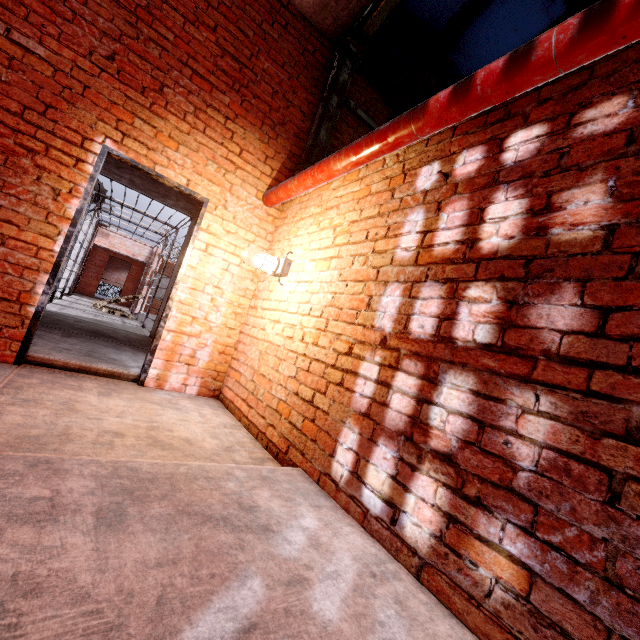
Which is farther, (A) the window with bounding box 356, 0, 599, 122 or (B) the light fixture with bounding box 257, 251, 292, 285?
(A) the window with bounding box 356, 0, 599, 122

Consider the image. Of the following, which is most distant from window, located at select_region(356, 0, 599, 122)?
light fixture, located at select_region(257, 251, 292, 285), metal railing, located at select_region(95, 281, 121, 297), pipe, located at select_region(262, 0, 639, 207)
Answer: metal railing, located at select_region(95, 281, 121, 297)

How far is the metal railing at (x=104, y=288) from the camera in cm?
1691

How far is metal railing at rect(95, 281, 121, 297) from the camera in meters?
16.9

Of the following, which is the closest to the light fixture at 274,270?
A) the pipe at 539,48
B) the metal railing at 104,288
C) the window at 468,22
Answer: the pipe at 539,48

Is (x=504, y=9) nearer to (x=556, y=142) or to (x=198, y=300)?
(x=556, y=142)

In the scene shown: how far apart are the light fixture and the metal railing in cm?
1758

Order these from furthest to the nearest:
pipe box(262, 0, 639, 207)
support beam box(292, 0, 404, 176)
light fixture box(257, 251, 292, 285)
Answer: support beam box(292, 0, 404, 176), light fixture box(257, 251, 292, 285), pipe box(262, 0, 639, 207)
